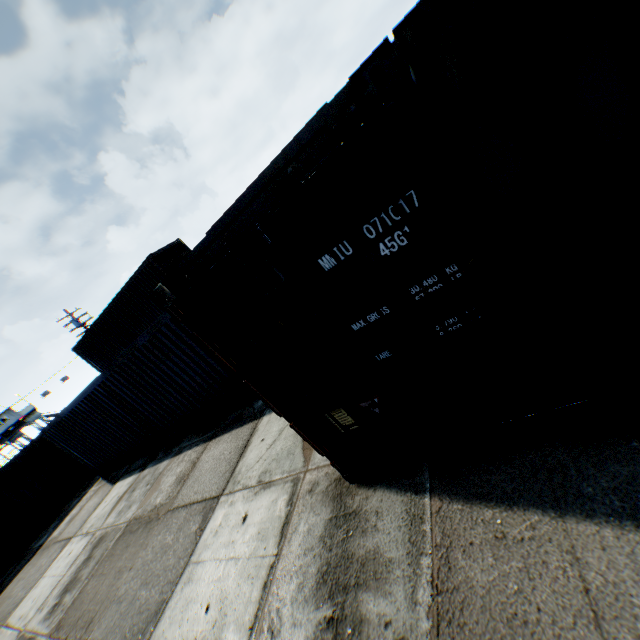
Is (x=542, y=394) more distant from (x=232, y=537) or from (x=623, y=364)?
(x=232, y=537)

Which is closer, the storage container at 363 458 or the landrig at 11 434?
the storage container at 363 458

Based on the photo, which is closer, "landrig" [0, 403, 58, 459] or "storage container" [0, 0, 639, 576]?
"storage container" [0, 0, 639, 576]

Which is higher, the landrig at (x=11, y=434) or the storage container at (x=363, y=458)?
the landrig at (x=11, y=434)

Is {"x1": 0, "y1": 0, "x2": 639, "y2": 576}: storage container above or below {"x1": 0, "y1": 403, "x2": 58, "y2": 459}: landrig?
below
